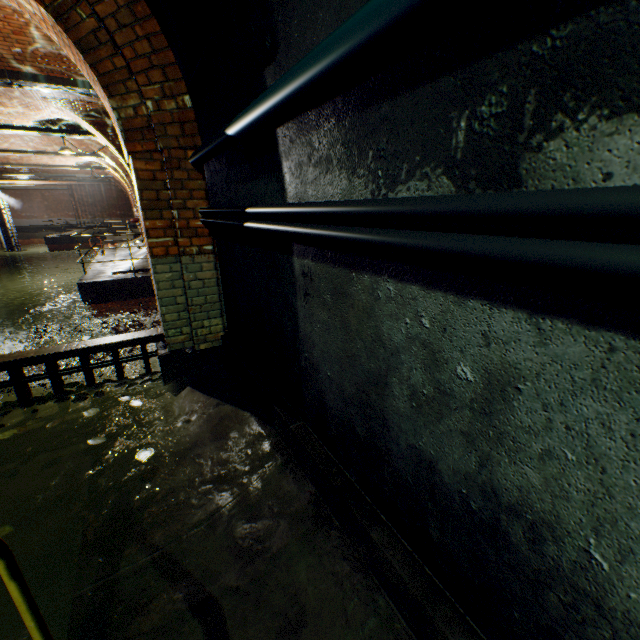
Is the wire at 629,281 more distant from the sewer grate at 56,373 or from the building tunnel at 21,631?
the sewer grate at 56,373

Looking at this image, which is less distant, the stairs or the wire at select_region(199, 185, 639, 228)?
the wire at select_region(199, 185, 639, 228)

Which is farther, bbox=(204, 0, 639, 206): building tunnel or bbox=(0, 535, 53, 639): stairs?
bbox=(0, 535, 53, 639): stairs

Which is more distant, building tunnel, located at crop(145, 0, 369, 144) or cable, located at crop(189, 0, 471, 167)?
building tunnel, located at crop(145, 0, 369, 144)

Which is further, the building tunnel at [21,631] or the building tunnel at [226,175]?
the building tunnel at [21,631]

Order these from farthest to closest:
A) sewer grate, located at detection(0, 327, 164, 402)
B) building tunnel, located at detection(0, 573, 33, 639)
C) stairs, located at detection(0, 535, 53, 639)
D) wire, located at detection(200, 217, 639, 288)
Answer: sewer grate, located at detection(0, 327, 164, 402) → building tunnel, located at detection(0, 573, 33, 639) → stairs, located at detection(0, 535, 53, 639) → wire, located at detection(200, 217, 639, 288)

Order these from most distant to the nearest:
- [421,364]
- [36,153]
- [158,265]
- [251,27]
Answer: [36,153], [158,265], [251,27], [421,364]

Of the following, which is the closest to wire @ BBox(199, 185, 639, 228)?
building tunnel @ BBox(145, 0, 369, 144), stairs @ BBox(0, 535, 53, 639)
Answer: building tunnel @ BBox(145, 0, 369, 144)
